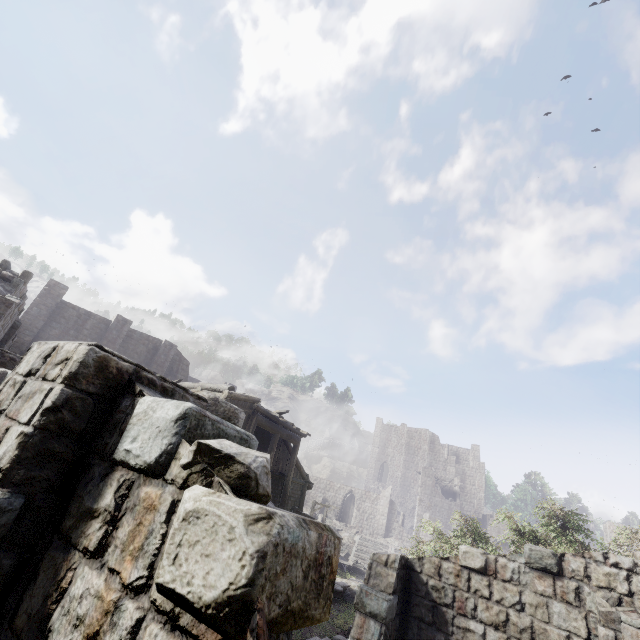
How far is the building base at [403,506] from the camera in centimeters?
5325cm

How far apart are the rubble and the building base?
32.76m

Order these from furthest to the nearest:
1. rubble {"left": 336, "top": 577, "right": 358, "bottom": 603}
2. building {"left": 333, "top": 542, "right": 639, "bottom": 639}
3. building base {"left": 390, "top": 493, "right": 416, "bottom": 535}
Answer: building base {"left": 390, "top": 493, "right": 416, "bottom": 535} → rubble {"left": 336, "top": 577, "right": 358, "bottom": 603} → building {"left": 333, "top": 542, "right": 639, "bottom": 639}

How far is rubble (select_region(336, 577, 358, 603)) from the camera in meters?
23.1 m

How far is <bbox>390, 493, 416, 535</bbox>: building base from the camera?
53.2 meters

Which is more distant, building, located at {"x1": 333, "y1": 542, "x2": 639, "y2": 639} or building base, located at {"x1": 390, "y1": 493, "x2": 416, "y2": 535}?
building base, located at {"x1": 390, "y1": 493, "x2": 416, "y2": 535}

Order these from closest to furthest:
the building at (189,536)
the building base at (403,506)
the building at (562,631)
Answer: the building at (189,536) < the building at (562,631) < the building base at (403,506)

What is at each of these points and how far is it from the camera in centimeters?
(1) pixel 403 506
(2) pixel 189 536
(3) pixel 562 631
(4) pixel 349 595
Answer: (1) building base, 5484cm
(2) building, 155cm
(3) building, 682cm
(4) rubble, 2350cm
